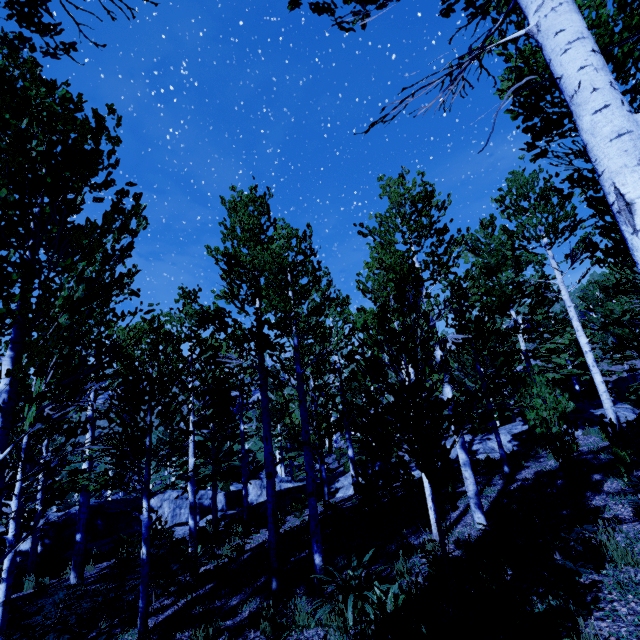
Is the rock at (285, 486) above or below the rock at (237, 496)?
above

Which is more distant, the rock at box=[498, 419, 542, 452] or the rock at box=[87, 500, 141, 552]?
the rock at box=[87, 500, 141, 552]

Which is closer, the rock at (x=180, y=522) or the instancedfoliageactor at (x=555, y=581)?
the instancedfoliageactor at (x=555, y=581)

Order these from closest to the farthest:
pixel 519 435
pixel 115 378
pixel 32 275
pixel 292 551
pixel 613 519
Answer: pixel 32 275 < pixel 115 378 < pixel 613 519 < pixel 292 551 < pixel 519 435

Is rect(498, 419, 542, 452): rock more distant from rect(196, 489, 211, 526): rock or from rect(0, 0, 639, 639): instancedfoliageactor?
rect(196, 489, 211, 526): rock

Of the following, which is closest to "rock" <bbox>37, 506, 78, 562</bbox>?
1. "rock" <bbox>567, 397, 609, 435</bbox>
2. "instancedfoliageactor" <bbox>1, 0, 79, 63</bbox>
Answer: "instancedfoliageactor" <bbox>1, 0, 79, 63</bbox>
